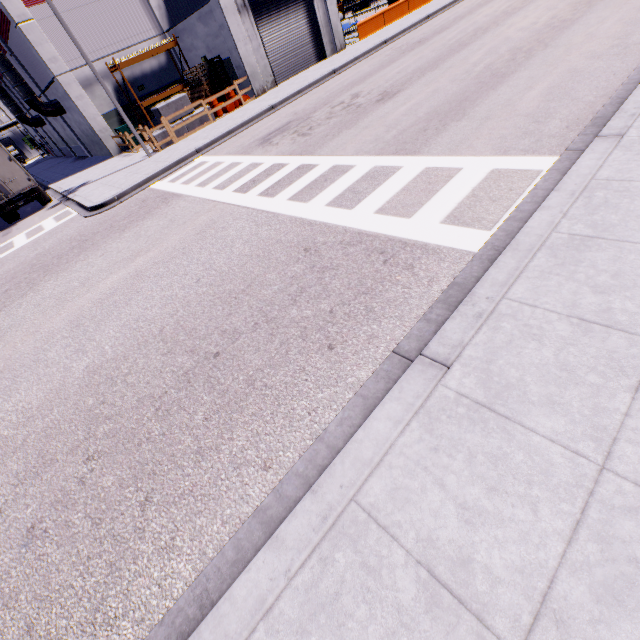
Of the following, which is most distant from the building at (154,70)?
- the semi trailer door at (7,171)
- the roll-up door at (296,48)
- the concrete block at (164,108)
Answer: the semi trailer door at (7,171)

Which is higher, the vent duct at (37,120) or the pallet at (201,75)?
the vent duct at (37,120)

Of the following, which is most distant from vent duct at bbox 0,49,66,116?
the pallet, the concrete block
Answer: the pallet

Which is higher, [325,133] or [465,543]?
[465,543]

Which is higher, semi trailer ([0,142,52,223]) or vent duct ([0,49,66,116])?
vent duct ([0,49,66,116])

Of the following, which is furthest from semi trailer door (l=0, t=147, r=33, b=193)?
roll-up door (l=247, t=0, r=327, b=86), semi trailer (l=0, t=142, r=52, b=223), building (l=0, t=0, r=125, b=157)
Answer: roll-up door (l=247, t=0, r=327, b=86)

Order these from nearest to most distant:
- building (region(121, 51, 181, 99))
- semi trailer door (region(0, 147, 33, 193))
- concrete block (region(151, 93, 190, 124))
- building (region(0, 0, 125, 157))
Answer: semi trailer door (region(0, 147, 33, 193)) → concrete block (region(151, 93, 190, 124)) → building (region(0, 0, 125, 157)) → building (region(121, 51, 181, 99))

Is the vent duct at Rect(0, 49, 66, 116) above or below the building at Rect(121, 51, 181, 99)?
above
